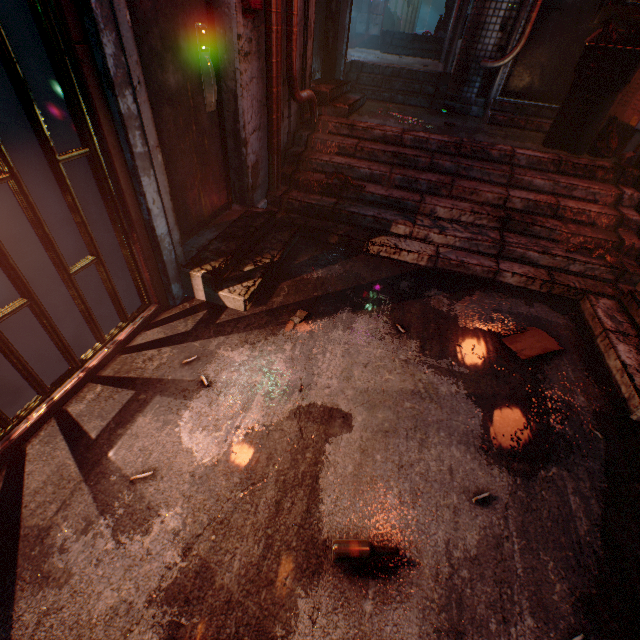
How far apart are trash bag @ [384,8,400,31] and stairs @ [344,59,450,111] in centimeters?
558cm

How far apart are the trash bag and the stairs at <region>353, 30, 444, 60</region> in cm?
158

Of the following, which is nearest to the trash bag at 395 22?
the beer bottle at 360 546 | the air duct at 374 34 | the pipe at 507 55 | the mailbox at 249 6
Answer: the air duct at 374 34

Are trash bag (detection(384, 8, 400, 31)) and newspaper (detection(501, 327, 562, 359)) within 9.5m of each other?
no

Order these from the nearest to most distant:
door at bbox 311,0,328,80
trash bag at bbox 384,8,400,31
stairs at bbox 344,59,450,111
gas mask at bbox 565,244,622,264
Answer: gas mask at bbox 565,244,622,264 → door at bbox 311,0,328,80 → stairs at bbox 344,59,450,111 → trash bag at bbox 384,8,400,31

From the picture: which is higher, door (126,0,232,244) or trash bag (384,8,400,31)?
trash bag (384,8,400,31)

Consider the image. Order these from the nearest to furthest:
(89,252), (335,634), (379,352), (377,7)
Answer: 1. (335,634)
2. (89,252)
3. (379,352)
4. (377,7)

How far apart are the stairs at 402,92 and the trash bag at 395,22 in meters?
5.6
